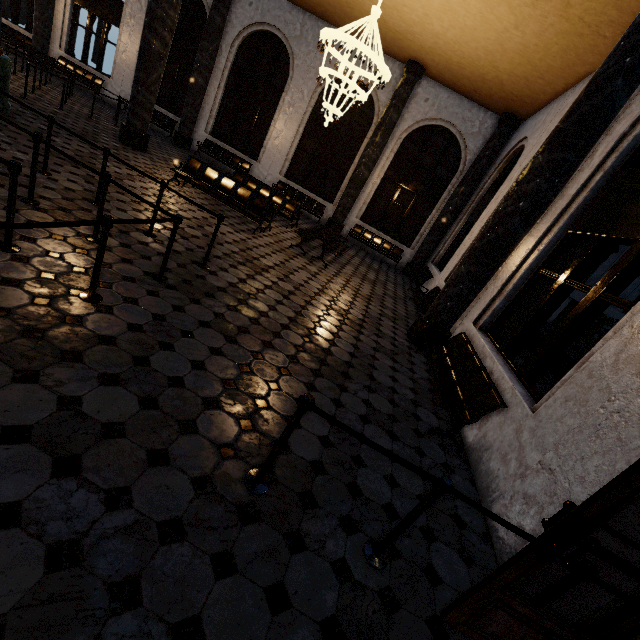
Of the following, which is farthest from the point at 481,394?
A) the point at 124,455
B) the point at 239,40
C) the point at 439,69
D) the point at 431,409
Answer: the point at 239,40
